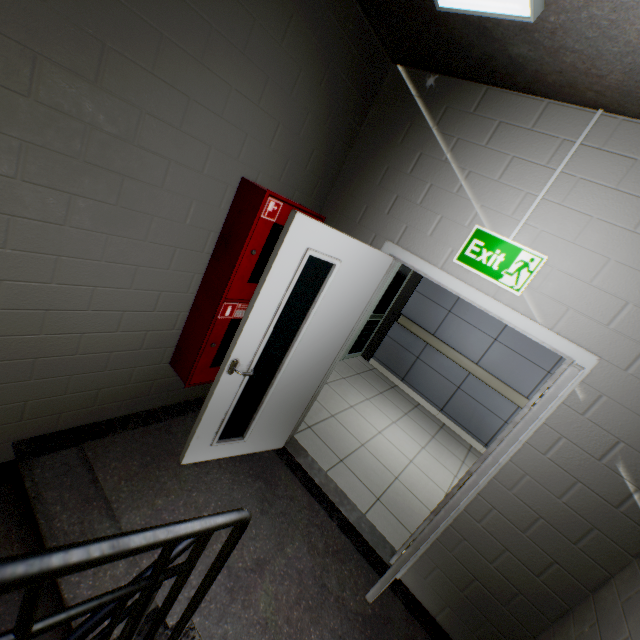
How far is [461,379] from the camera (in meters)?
5.28

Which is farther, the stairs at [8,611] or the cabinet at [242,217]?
the cabinet at [242,217]

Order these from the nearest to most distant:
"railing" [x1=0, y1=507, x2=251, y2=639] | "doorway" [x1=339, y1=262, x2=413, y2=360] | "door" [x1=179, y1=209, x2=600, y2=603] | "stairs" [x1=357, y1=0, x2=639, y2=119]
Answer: "railing" [x1=0, y1=507, x2=251, y2=639], "stairs" [x1=357, y1=0, x2=639, y2=119], "door" [x1=179, y1=209, x2=600, y2=603], "doorway" [x1=339, y1=262, x2=413, y2=360]

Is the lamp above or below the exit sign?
above

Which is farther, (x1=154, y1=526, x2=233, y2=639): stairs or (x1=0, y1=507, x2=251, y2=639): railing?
(x1=154, y1=526, x2=233, y2=639): stairs

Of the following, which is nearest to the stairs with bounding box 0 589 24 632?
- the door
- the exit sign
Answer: the door

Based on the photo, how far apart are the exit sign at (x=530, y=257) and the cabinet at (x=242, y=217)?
1.0 meters
